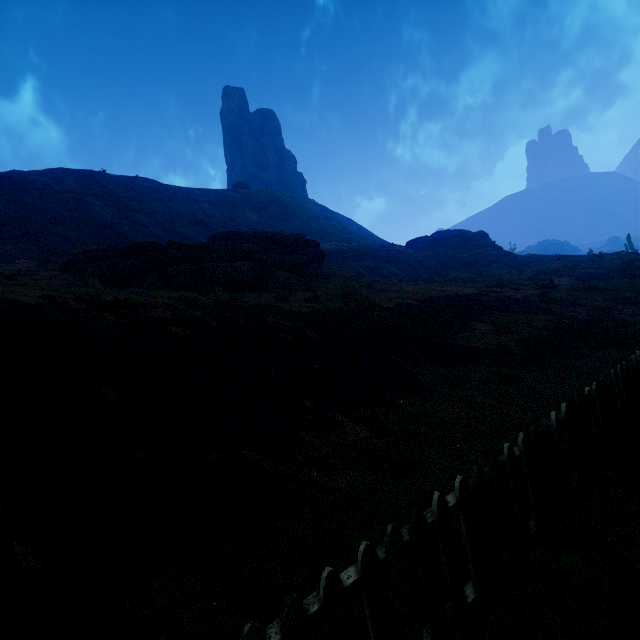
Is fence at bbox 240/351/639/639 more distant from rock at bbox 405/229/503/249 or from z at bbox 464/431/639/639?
rock at bbox 405/229/503/249

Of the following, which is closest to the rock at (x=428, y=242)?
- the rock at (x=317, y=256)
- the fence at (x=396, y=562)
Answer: the rock at (x=317, y=256)

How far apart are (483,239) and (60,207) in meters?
52.1 m

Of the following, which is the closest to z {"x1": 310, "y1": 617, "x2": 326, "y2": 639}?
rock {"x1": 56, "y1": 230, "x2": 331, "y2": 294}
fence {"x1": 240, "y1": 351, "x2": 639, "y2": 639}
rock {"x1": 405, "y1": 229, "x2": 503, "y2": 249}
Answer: fence {"x1": 240, "y1": 351, "x2": 639, "y2": 639}

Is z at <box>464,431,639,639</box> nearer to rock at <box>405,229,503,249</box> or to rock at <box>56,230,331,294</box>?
rock at <box>56,230,331,294</box>

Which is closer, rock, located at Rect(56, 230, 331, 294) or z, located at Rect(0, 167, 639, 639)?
z, located at Rect(0, 167, 639, 639)

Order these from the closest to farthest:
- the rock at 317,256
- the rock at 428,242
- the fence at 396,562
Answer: the fence at 396,562
the rock at 317,256
the rock at 428,242
